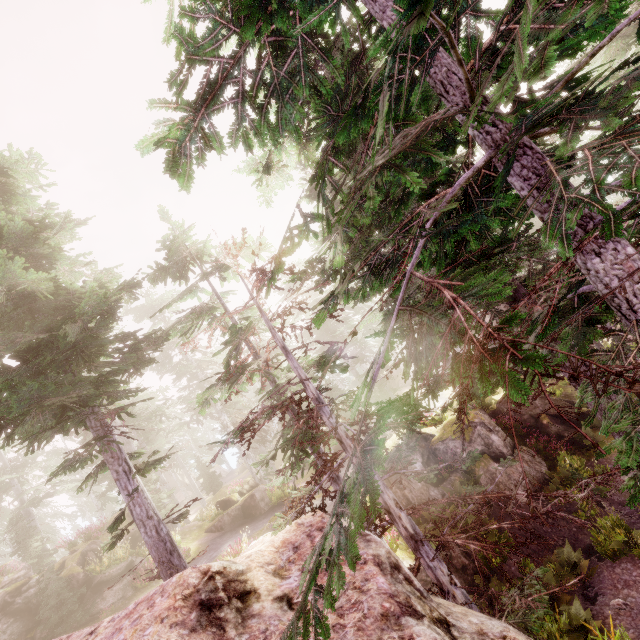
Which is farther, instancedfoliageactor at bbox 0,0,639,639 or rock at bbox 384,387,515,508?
rock at bbox 384,387,515,508

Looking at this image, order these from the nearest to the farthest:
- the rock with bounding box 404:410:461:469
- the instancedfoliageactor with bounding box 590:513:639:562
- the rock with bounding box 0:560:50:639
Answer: the instancedfoliageactor with bounding box 590:513:639:562 → the rock with bounding box 0:560:50:639 → the rock with bounding box 404:410:461:469

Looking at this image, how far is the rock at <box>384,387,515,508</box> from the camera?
15.7 meters

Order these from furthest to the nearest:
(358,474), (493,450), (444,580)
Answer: (493,450) → (444,580) → (358,474)

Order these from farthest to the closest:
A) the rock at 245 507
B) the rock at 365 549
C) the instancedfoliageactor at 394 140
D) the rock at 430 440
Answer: the rock at 245 507 → the rock at 430 440 → the rock at 365 549 → the instancedfoliageactor at 394 140

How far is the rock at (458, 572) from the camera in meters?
12.9 m
